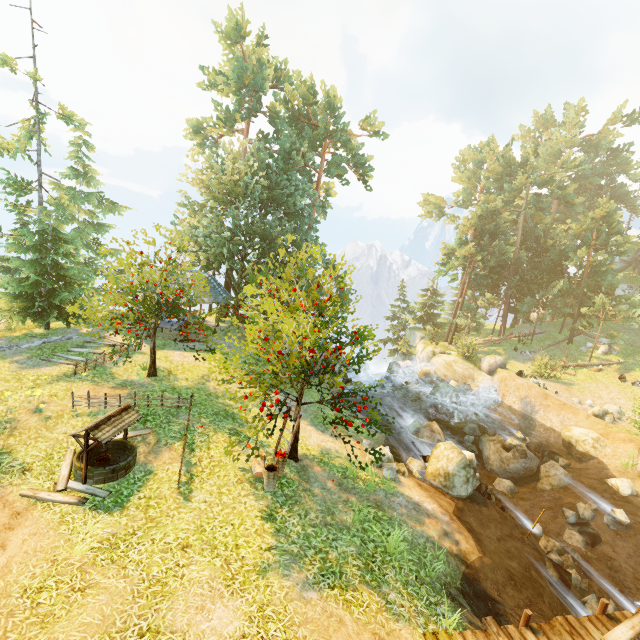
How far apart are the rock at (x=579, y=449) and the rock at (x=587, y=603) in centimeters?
1010cm

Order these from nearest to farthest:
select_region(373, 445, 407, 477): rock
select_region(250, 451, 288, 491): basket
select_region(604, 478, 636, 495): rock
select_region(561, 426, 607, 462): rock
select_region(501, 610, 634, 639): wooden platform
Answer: select_region(501, 610, 634, 639): wooden platform < select_region(250, 451, 288, 491): basket < select_region(373, 445, 407, 477): rock < select_region(604, 478, 636, 495): rock < select_region(561, 426, 607, 462): rock

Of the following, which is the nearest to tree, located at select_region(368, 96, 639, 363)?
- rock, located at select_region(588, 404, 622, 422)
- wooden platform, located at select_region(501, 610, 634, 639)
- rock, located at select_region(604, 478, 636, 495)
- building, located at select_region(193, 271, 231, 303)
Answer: building, located at select_region(193, 271, 231, 303)

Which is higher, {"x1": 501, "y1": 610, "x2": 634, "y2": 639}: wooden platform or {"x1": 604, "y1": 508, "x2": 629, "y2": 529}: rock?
{"x1": 501, "y1": 610, "x2": 634, "y2": 639}: wooden platform

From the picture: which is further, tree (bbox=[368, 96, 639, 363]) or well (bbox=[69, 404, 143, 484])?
tree (bbox=[368, 96, 639, 363])

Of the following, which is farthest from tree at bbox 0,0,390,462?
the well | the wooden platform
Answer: the wooden platform

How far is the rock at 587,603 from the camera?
10.1 meters

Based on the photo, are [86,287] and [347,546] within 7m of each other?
no
